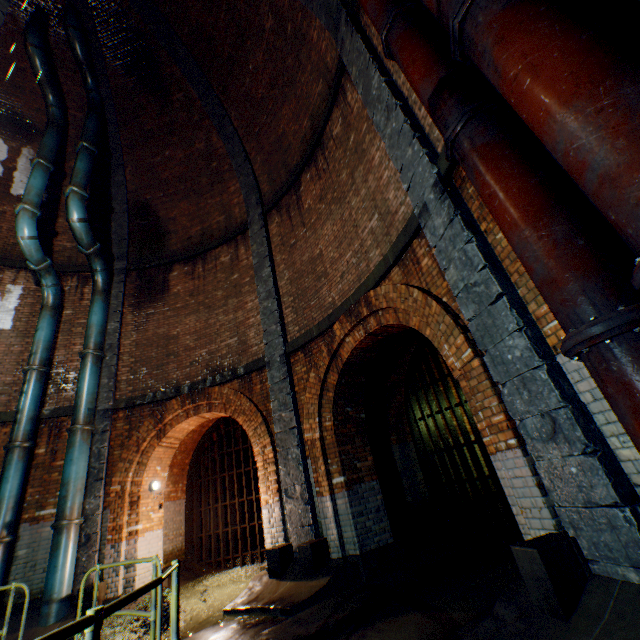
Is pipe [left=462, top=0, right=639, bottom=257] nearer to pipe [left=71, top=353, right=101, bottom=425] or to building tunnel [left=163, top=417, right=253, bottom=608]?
building tunnel [left=163, top=417, right=253, bottom=608]

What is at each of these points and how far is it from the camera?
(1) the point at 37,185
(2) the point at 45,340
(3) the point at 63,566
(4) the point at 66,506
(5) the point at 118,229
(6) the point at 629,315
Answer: (1) pipe, 9.4 meters
(2) pipe, 9.2 meters
(3) pipe, 6.9 meters
(4) pipe, 7.4 meters
(5) support column, 11.9 meters
(6) pipe end, 1.7 meters

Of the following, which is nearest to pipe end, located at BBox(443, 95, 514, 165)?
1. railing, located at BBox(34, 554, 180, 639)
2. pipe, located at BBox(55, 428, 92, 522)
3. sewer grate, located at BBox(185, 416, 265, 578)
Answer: railing, located at BBox(34, 554, 180, 639)

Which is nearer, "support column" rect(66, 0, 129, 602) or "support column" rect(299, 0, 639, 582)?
"support column" rect(299, 0, 639, 582)

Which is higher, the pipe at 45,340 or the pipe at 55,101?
the pipe at 55,101

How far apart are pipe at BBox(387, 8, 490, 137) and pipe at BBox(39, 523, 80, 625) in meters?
10.3 m

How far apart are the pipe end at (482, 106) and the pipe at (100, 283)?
10.3 meters

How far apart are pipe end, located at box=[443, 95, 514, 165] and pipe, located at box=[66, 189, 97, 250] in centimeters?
1026cm
